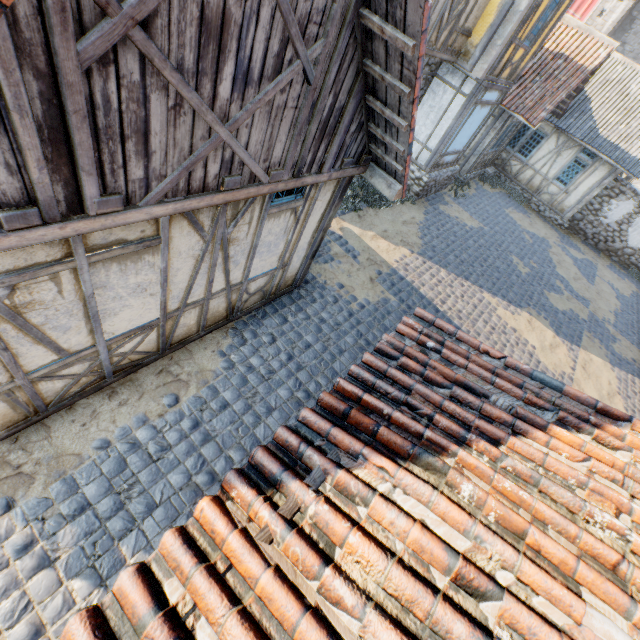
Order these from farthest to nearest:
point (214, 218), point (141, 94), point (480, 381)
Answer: point (214, 218), point (480, 381), point (141, 94)

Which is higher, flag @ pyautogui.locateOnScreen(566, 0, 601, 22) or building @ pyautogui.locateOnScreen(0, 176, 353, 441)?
flag @ pyautogui.locateOnScreen(566, 0, 601, 22)

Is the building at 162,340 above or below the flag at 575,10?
below

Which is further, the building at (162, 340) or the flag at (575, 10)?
the flag at (575, 10)

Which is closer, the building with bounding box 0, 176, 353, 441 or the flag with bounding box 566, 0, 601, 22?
the building with bounding box 0, 176, 353, 441
